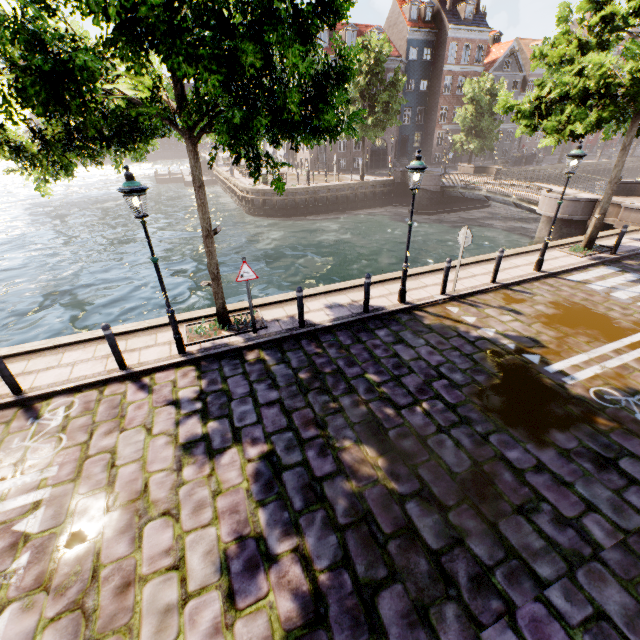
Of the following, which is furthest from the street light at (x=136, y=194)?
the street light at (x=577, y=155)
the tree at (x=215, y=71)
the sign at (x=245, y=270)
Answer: the street light at (x=577, y=155)

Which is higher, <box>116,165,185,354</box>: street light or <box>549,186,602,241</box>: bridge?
<box>116,165,185,354</box>: street light

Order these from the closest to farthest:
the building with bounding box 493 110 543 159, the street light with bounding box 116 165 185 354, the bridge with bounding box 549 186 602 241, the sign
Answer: the street light with bounding box 116 165 185 354, the sign, the bridge with bounding box 549 186 602 241, the building with bounding box 493 110 543 159

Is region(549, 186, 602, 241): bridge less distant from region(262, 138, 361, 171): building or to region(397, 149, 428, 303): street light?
region(262, 138, 361, 171): building

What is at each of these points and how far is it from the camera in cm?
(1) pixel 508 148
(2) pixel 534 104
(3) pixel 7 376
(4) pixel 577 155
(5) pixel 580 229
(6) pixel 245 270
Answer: (1) building, 4622
(2) tree, 1086
(3) bollard, 613
(4) street light, 902
(5) bridge, 1766
(6) sign, 714

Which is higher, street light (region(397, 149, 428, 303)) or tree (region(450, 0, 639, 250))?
tree (region(450, 0, 639, 250))

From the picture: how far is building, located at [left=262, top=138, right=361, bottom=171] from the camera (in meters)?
37.44

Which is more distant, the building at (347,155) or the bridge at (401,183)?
the building at (347,155)
